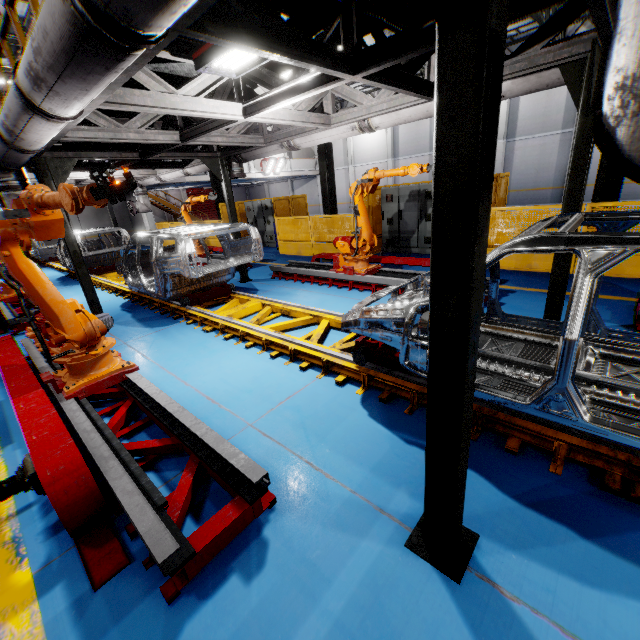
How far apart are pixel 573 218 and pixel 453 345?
2.27m

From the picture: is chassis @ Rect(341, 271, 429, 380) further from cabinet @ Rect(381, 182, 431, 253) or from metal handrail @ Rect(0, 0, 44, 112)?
cabinet @ Rect(381, 182, 431, 253)

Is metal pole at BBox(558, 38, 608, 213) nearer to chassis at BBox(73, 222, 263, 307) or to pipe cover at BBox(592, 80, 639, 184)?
chassis at BBox(73, 222, 263, 307)

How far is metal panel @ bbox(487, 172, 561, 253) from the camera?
7.25m

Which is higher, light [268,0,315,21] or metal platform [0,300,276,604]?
light [268,0,315,21]

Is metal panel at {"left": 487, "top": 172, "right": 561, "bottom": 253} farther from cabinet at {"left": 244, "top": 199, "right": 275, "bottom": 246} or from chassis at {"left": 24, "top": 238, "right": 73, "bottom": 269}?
chassis at {"left": 24, "top": 238, "right": 73, "bottom": 269}

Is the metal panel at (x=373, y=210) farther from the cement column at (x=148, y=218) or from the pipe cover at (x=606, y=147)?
the pipe cover at (x=606, y=147)

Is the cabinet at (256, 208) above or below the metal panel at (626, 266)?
above
